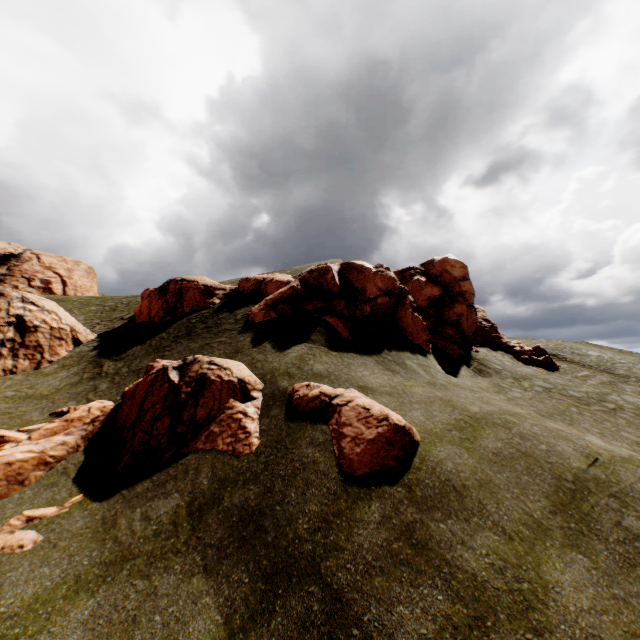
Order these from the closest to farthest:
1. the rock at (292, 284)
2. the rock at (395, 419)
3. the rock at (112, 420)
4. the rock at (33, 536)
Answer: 1. the rock at (33, 536)
2. the rock at (395, 419)
3. the rock at (112, 420)
4. the rock at (292, 284)

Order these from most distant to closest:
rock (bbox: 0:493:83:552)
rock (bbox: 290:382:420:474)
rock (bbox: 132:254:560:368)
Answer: rock (bbox: 132:254:560:368) → rock (bbox: 290:382:420:474) → rock (bbox: 0:493:83:552)

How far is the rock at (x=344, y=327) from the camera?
17.5m

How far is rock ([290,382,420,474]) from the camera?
9.5 meters

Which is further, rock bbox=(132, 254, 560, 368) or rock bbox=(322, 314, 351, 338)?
rock bbox=(132, 254, 560, 368)

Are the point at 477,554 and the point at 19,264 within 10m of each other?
no
